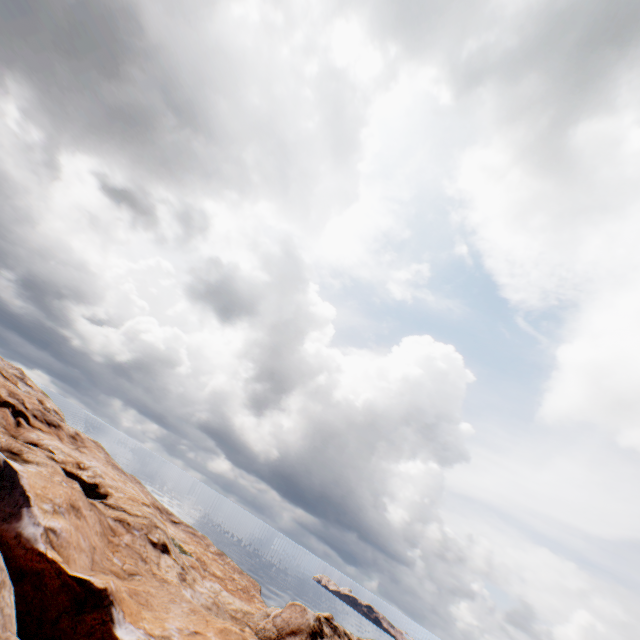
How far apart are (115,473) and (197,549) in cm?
1694
